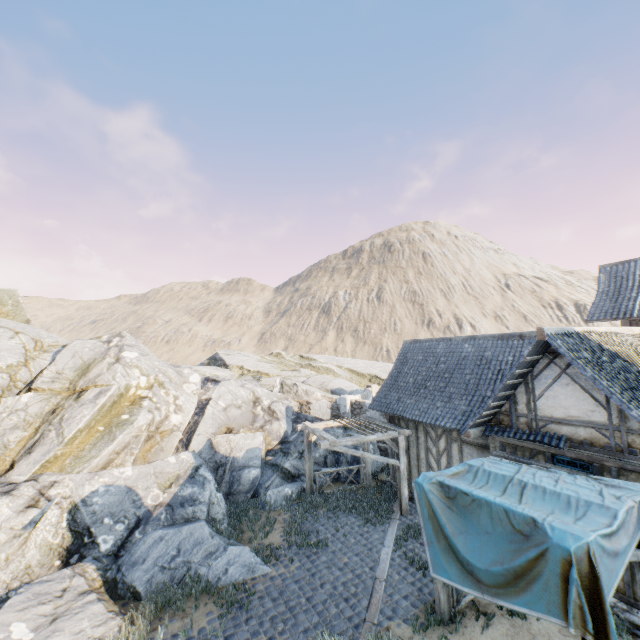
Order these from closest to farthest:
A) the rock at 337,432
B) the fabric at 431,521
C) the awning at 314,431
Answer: the fabric at 431,521 < the awning at 314,431 < the rock at 337,432

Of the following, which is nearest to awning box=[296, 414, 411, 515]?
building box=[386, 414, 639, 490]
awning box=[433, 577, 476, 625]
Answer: building box=[386, 414, 639, 490]

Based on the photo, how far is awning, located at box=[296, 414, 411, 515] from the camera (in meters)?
11.30

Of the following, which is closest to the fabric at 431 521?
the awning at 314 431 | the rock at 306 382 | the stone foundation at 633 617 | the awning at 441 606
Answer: the awning at 441 606

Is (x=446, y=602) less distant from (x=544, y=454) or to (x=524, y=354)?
(x=544, y=454)

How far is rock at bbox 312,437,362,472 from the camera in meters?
15.3 m

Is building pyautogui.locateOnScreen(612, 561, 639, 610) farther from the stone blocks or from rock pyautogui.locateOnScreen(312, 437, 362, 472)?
rock pyautogui.locateOnScreen(312, 437, 362, 472)
